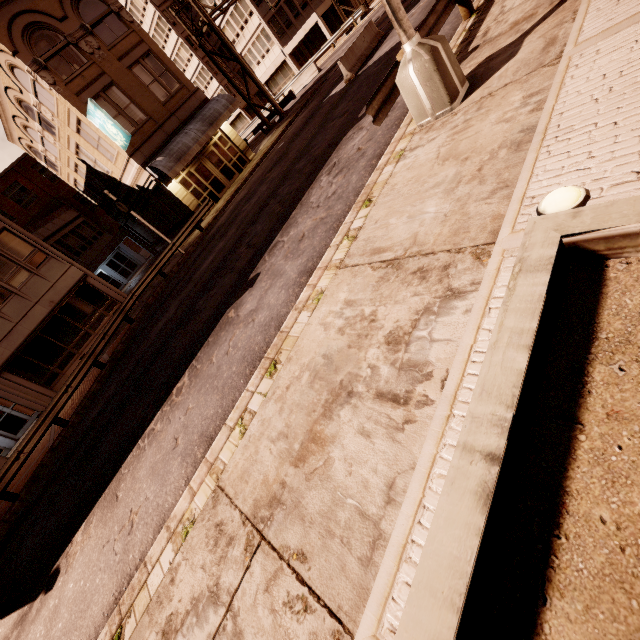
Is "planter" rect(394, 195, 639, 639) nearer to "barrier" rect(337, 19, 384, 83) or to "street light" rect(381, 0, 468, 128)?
"street light" rect(381, 0, 468, 128)

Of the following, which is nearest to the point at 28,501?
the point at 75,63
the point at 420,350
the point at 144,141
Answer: the point at 420,350

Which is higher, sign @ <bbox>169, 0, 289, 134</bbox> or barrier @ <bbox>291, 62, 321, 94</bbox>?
sign @ <bbox>169, 0, 289, 134</bbox>

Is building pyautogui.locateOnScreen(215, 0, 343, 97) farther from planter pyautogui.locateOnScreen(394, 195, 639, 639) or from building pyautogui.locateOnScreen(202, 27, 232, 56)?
planter pyautogui.locateOnScreen(394, 195, 639, 639)

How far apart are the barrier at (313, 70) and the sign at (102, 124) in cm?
2163

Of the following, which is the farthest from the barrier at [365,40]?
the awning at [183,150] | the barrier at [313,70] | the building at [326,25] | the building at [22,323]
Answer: the building at [326,25]

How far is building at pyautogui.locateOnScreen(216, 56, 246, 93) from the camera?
51.00m
